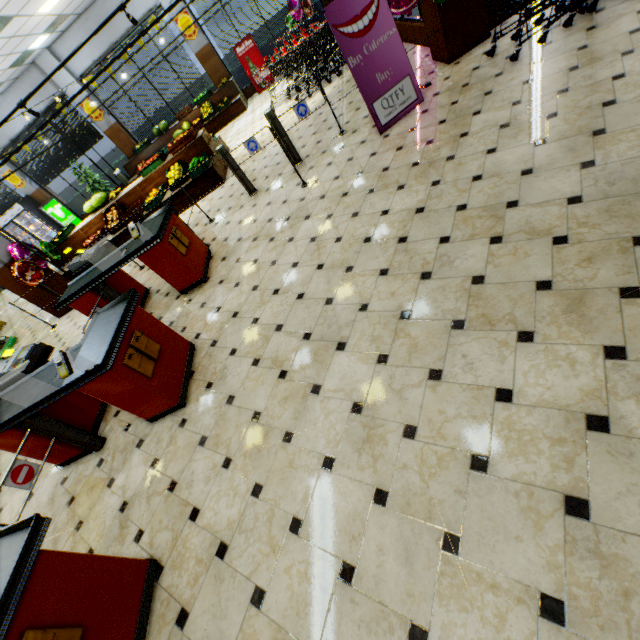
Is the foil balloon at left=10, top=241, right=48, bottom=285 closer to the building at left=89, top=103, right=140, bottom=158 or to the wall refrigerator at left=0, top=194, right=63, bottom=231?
the building at left=89, top=103, right=140, bottom=158

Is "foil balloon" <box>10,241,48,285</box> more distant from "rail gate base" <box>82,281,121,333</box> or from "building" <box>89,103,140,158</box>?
"rail gate base" <box>82,281,121,333</box>

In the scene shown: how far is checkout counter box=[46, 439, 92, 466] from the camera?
3.6m

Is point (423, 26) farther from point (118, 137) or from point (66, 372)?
point (118, 137)

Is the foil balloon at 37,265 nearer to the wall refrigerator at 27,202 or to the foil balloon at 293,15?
the wall refrigerator at 27,202

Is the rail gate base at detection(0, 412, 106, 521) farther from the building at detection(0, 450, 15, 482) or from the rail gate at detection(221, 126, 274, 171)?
the rail gate at detection(221, 126, 274, 171)

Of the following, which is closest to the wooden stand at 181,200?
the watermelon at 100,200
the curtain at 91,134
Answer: the watermelon at 100,200

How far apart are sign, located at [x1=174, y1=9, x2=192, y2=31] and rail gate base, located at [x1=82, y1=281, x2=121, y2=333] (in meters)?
12.35
